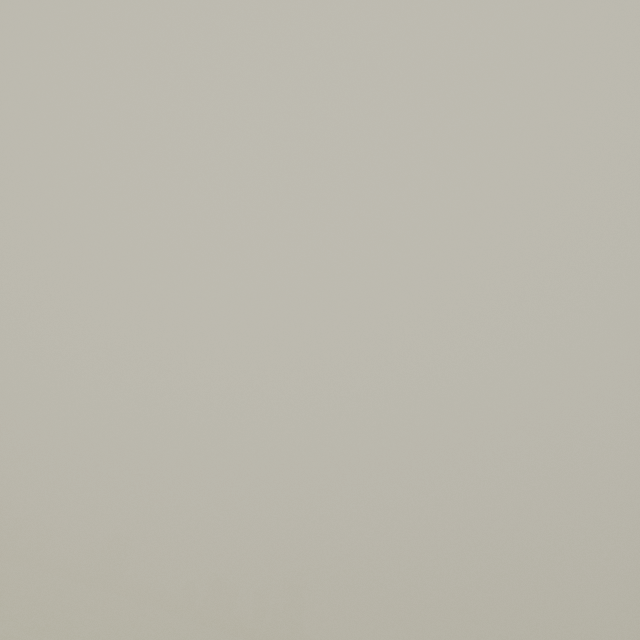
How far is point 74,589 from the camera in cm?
3797
